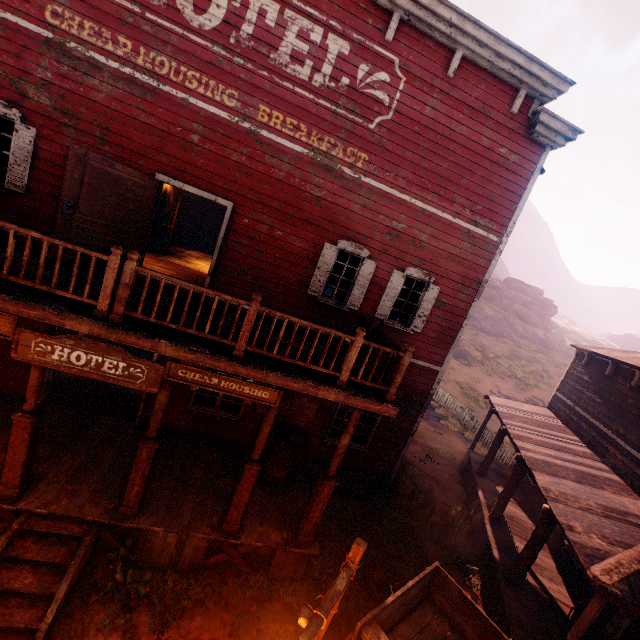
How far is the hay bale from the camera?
10.6m

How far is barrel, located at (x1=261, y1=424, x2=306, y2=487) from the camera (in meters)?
8.08

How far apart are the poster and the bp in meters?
4.3

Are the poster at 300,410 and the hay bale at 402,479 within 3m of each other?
no

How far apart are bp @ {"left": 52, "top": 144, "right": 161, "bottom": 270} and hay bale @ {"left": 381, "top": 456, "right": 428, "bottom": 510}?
9.9 meters

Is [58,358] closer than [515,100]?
Yes

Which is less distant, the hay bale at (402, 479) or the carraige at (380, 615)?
the carraige at (380, 615)

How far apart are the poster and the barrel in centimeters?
21cm
